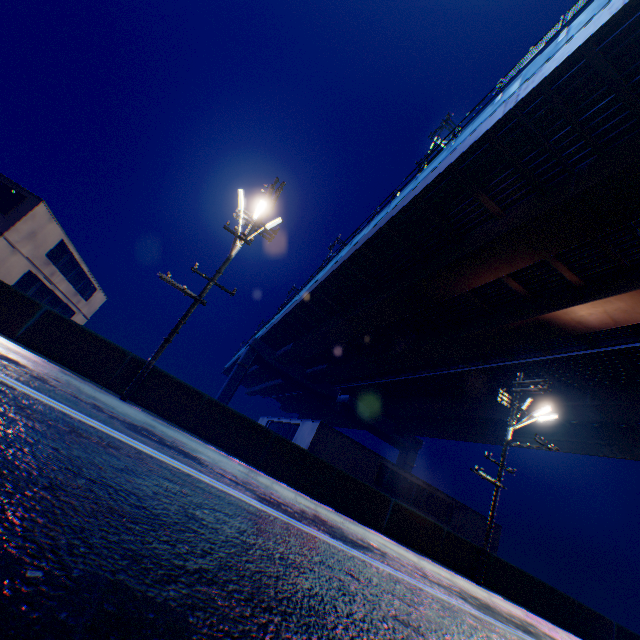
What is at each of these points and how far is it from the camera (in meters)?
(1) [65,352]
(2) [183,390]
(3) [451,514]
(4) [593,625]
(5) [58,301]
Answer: (1) overpass support, 9.86
(2) overpass support, 10.86
(3) building, 26.44
(4) overpass support, 15.07
(5) building, 29.98

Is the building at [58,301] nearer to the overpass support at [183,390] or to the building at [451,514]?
the building at [451,514]

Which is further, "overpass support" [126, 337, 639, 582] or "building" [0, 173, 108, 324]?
"building" [0, 173, 108, 324]

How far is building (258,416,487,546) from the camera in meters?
23.2

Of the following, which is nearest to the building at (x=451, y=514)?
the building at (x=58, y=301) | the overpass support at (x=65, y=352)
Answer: the building at (x=58, y=301)

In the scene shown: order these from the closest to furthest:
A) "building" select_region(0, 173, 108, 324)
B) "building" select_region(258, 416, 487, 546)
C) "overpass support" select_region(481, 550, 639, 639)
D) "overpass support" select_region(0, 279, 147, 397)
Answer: "overpass support" select_region(0, 279, 147, 397)
"overpass support" select_region(481, 550, 639, 639)
"building" select_region(0, 173, 108, 324)
"building" select_region(258, 416, 487, 546)

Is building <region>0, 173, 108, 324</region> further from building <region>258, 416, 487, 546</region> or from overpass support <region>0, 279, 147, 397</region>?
overpass support <region>0, 279, 147, 397</region>
